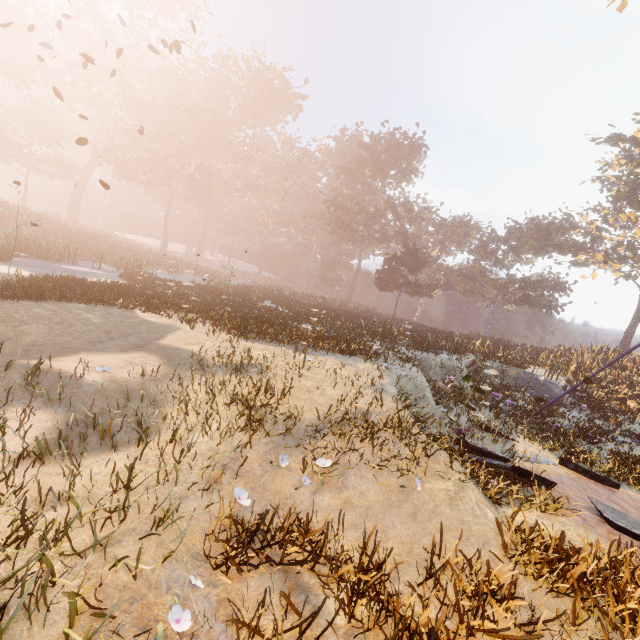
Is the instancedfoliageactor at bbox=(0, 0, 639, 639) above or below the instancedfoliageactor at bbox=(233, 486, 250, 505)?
above

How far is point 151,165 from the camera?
45.7 meters

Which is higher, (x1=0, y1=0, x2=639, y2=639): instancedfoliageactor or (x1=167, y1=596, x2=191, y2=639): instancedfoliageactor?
(x1=0, y1=0, x2=639, y2=639): instancedfoliageactor

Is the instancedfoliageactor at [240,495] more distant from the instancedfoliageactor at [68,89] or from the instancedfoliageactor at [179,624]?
the instancedfoliageactor at [68,89]

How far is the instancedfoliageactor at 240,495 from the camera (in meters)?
3.65

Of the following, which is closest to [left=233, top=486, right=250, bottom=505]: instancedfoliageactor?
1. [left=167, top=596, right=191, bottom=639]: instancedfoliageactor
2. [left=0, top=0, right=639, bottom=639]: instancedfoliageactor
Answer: [left=167, top=596, right=191, bottom=639]: instancedfoliageactor

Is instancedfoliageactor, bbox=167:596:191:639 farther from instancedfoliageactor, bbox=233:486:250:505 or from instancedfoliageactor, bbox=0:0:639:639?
instancedfoliageactor, bbox=0:0:639:639

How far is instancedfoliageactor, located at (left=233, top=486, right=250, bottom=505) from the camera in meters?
3.7 m
